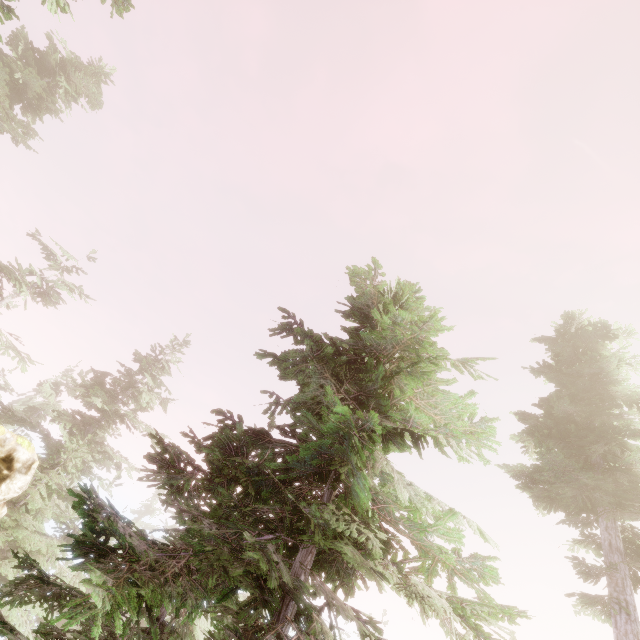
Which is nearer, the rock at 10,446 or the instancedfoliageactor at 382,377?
the instancedfoliageactor at 382,377

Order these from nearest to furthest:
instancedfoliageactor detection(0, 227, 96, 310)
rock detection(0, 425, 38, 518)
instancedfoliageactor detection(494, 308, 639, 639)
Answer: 1. rock detection(0, 425, 38, 518)
2. instancedfoliageactor detection(494, 308, 639, 639)
3. instancedfoliageactor detection(0, 227, 96, 310)

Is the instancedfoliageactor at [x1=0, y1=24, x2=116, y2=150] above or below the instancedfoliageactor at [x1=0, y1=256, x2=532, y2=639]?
above

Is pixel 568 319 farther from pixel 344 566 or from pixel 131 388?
pixel 131 388

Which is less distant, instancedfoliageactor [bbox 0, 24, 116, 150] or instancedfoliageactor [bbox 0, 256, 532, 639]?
instancedfoliageactor [bbox 0, 256, 532, 639]

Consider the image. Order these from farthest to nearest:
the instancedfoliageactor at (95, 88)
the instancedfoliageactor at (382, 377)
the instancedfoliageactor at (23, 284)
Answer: the instancedfoliageactor at (23, 284)
the instancedfoliageactor at (95, 88)
the instancedfoliageactor at (382, 377)

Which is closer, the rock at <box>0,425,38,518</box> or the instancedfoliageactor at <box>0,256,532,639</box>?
the instancedfoliageactor at <box>0,256,532,639</box>
